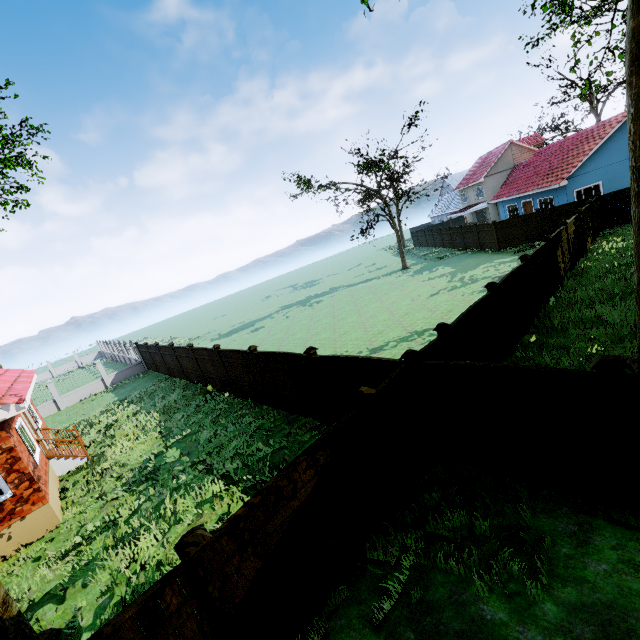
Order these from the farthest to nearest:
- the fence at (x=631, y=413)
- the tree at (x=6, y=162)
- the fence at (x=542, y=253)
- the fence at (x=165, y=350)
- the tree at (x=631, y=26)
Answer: the tree at (x=6, y=162), the fence at (x=165, y=350), the fence at (x=542, y=253), the tree at (x=631, y=26), the fence at (x=631, y=413)

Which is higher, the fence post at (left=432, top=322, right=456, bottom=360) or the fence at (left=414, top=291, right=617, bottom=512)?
the fence post at (left=432, top=322, right=456, bottom=360)

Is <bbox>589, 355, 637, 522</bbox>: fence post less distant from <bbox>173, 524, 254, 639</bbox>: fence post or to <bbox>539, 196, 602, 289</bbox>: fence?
<bbox>539, 196, 602, 289</bbox>: fence

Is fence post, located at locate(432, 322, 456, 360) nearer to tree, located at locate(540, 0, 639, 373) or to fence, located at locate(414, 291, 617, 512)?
fence, located at locate(414, 291, 617, 512)

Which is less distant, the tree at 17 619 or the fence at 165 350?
the tree at 17 619

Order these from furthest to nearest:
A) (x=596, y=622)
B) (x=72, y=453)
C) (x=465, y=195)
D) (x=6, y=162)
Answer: (x=465, y=195), (x=6, y=162), (x=72, y=453), (x=596, y=622)

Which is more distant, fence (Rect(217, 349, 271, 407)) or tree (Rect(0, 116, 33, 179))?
tree (Rect(0, 116, 33, 179))

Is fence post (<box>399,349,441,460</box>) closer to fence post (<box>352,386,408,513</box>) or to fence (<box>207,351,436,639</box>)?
fence (<box>207,351,436,639</box>)
